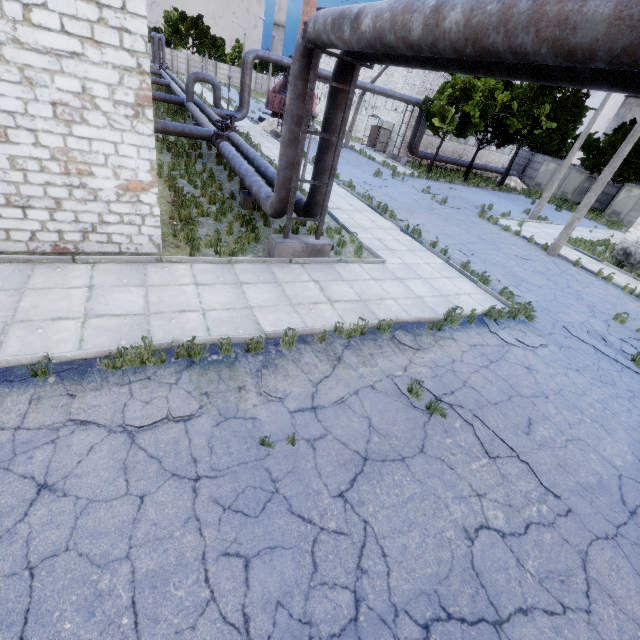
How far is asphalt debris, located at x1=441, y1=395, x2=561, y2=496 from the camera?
5.2m

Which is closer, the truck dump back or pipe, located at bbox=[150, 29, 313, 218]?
pipe, located at bbox=[150, 29, 313, 218]

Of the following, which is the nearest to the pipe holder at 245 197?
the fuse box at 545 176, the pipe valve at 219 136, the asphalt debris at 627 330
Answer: the pipe valve at 219 136

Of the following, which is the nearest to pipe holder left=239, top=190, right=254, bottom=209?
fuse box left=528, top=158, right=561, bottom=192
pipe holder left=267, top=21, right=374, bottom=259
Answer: pipe holder left=267, top=21, right=374, bottom=259

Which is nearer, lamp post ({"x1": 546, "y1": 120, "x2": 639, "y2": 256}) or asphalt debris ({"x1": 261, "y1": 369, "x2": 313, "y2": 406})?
asphalt debris ({"x1": 261, "y1": 369, "x2": 313, "y2": 406})

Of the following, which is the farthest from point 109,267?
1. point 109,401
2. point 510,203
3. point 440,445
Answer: point 510,203

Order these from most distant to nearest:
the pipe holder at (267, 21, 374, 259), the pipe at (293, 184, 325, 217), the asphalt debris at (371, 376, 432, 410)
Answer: the pipe at (293, 184, 325, 217) < the pipe holder at (267, 21, 374, 259) < the asphalt debris at (371, 376, 432, 410)

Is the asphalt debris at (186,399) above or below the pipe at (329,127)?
below
